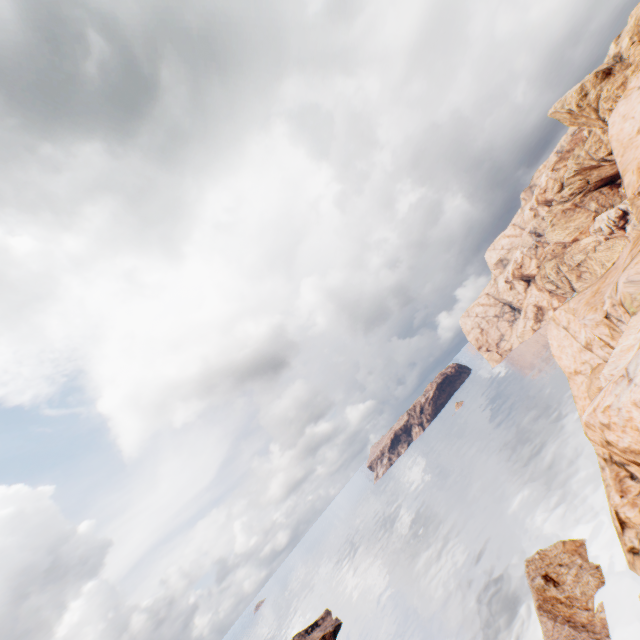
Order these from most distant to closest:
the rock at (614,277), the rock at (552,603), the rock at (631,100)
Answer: the rock at (552,603) < the rock at (631,100) < the rock at (614,277)

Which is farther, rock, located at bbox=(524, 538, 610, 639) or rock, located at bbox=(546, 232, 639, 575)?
rock, located at bbox=(524, 538, 610, 639)

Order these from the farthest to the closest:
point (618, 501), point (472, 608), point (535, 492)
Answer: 1. point (535, 492)
2. point (472, 608)
3. point (618, 501)

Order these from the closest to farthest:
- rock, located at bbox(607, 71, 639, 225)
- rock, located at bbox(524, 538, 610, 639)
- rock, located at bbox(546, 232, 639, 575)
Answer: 1. rock, located at bbox(546, 232, 639, 575)
2. rock, located at bbox(607, 71, 639, 225)
3. rock, located at bbox(524, 538, 610, 639)

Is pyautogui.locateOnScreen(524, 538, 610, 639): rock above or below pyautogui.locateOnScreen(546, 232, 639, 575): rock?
below

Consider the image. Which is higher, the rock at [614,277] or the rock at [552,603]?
the rock at [614,277]
